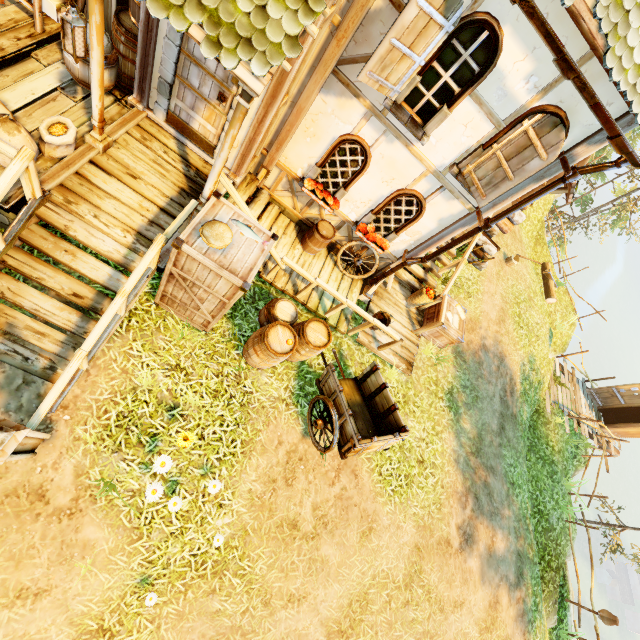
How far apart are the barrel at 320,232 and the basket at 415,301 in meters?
2.9

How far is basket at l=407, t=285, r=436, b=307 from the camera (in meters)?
8.45

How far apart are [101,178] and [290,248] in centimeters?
371cm

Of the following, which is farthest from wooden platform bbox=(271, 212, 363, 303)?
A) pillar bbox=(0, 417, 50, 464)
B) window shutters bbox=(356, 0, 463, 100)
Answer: pillar bbox=(0, 417, 50, 464)

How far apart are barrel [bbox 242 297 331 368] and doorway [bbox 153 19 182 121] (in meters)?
2.72

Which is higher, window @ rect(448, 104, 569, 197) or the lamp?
window @ rect(448, 104, 569, 197)

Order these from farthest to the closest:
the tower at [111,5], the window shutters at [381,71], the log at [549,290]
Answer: the log at [549,290] → the tower at [111,5] → the window shutters at [381,71]

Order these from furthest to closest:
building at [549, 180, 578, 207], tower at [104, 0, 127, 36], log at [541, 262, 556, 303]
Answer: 1. log at [541, 262, 556, 303]
2. building at [549, 180, 578, 207]
3. tower at [104, 0, 127, 36]
